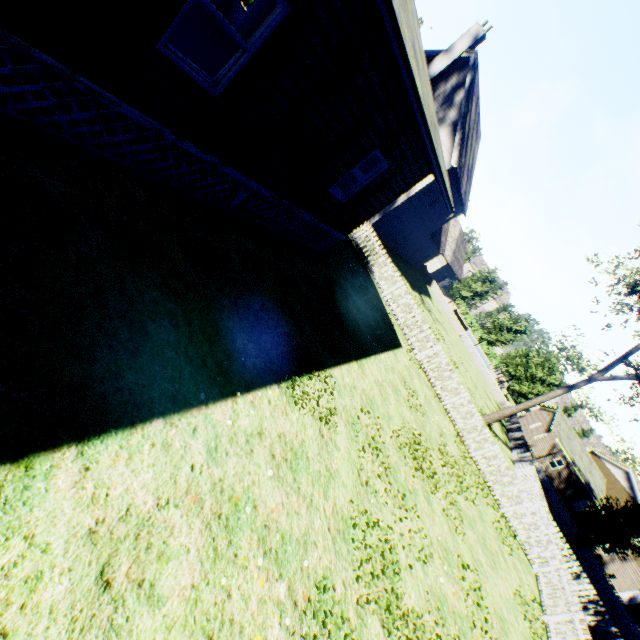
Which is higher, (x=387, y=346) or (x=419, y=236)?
(x=419, y=236)

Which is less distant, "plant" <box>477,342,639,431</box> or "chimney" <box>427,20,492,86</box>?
"plant" <box>477,342,639,431</box>

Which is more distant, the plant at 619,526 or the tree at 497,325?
the tree at 497,325

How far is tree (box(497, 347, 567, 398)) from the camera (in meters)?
37.56

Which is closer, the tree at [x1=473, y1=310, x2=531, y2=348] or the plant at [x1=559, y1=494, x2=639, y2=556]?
the plant at [x1=559, y1=494, x2=639, y2=556]

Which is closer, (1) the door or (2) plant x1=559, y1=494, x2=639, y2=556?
(2) plant x1=559, y1=494, x2=639, y2=556

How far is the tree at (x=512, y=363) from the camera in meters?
37.6
